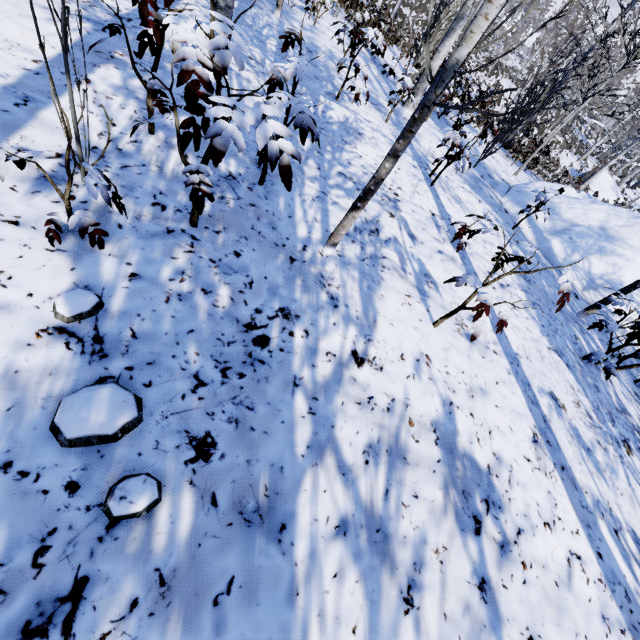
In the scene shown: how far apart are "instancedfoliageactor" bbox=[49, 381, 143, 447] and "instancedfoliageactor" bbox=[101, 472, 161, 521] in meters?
0.1

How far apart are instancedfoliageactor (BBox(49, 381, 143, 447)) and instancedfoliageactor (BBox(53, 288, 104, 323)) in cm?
30

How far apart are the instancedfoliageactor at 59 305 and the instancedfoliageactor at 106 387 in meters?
0.3 m

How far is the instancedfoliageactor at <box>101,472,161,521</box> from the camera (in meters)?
1.00

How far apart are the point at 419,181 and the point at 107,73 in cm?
379

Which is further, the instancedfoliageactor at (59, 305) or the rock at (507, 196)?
the rock at (507, 196)

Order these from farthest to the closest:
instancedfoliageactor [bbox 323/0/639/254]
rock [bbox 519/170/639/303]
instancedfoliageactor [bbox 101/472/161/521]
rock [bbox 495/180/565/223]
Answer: rock [bbox 495/180/565/223] < rock [bbox 519/170/639/303] < instancedfoliageactor [bbox 323/0/639/254] < instancedfoliageactor [bbox 101/472/161/521]

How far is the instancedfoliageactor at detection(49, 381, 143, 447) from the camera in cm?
105
